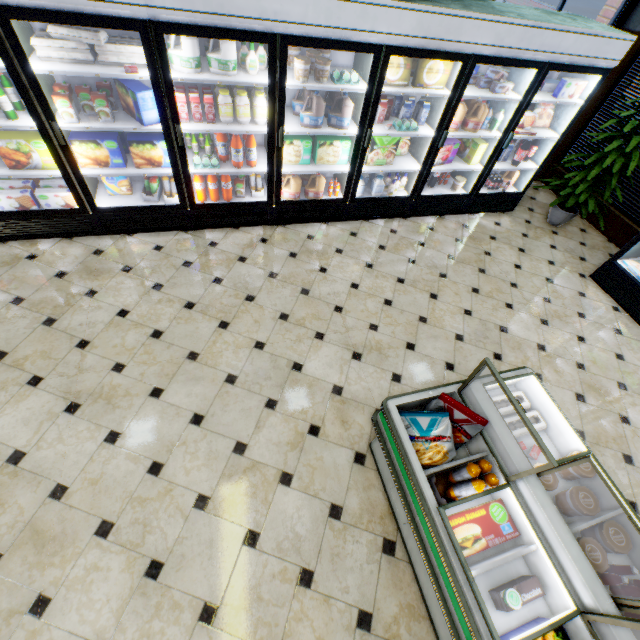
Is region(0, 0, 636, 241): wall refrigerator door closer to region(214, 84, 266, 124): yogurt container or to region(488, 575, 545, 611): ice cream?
region(214, 84, 266, 124): yogurt container

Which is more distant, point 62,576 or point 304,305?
point 304,305

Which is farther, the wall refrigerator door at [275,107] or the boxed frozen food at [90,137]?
the boxed frozen food at [90,137]

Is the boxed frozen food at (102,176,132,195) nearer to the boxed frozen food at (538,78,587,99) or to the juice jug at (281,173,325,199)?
the juice jug at (281,173,325,199)

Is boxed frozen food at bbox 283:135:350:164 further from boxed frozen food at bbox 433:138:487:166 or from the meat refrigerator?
the meat refrigerator

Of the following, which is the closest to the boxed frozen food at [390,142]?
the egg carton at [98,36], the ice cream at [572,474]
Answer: the egg carton at [98,36]

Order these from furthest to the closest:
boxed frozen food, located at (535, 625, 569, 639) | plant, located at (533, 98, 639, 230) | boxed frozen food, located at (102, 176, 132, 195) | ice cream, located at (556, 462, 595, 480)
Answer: plant, located at (533, 98, 639, 230), boxed frozen food, located at (102, 176, 132, 195), ice cream, located at (556, 462, 595, 480), boxed frozen food, located at (535, 625, 569, 639)

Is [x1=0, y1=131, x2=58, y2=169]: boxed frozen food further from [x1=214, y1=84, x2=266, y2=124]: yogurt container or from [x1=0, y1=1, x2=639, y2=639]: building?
[x1=214, y1=84, x2=266, y2=124]: yogurt container
